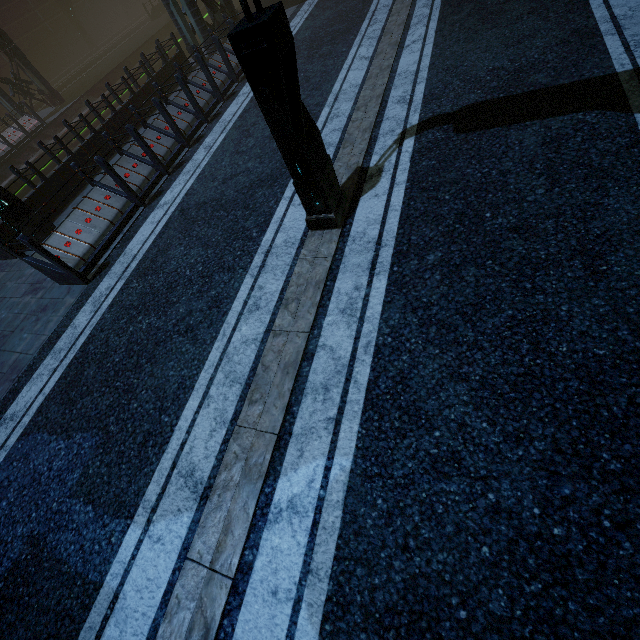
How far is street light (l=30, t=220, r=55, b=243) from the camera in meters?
7.7

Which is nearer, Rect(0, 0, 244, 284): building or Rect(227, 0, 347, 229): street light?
Rect(227, 0, 347, 229): street light

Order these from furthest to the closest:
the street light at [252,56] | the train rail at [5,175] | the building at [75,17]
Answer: the train rail at [5,175], the building at [75,17], the street light at [252,56]

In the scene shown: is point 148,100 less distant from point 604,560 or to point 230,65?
point 230,65

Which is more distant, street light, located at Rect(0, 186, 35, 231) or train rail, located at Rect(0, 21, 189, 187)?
train rail, located at Rect(0, 21, 189, 187)

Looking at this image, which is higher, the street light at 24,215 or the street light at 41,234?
the street light at 24,215

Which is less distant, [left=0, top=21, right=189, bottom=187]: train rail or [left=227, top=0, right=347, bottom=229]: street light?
[left=227, top=0, right=347, bottom=229]: street light

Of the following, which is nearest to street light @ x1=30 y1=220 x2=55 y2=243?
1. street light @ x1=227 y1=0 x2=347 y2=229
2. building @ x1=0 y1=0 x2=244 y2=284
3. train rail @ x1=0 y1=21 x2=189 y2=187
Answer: building @ x1=0 y1=0 x2=244 y2=284
